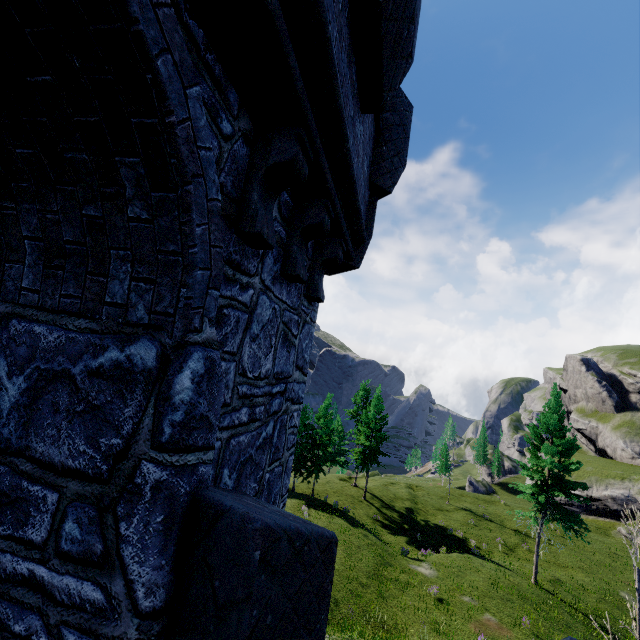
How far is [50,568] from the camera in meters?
1.7
